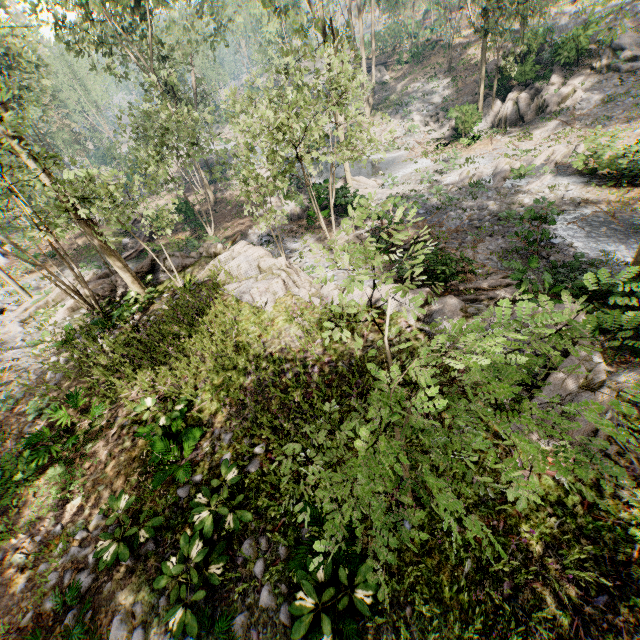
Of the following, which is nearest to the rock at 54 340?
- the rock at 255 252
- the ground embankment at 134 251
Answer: the rock at 255 252

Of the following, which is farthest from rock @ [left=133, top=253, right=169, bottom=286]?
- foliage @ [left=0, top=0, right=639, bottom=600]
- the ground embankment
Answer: the ground embankment

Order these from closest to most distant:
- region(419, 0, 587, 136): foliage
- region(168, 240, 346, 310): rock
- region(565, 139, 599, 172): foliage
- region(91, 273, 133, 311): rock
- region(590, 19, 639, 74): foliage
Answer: region(168, 240, 346, 310): rock → region(91, 273, 133, 311): rock → region(565, 139, 599, 172): foliage → region(590, 19, 639, 74): foliage → region(419, 0, 587, 136): foliage

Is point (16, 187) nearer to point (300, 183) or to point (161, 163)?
point (161, 163)

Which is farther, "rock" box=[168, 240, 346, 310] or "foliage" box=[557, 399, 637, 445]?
"rock" box=[168, 240, 346, 310]

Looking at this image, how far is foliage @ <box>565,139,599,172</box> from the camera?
17.2 meters

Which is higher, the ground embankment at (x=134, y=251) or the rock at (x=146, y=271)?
the rock at (x=146, y=271)
